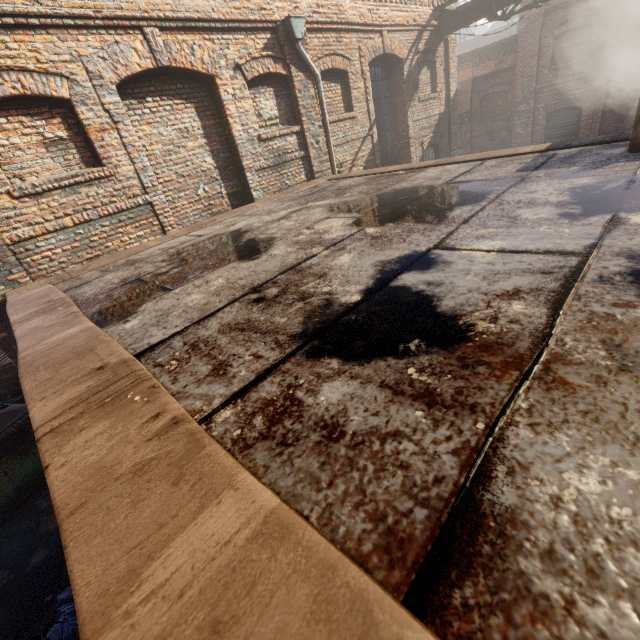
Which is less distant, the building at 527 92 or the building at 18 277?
the building at 18 277

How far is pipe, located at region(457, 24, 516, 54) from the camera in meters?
26.8 m

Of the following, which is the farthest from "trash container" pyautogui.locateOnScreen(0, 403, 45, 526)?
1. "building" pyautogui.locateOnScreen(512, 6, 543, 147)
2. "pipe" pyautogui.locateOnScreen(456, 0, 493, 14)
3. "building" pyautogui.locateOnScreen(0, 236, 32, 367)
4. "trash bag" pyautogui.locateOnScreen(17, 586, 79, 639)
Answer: "building" pyautogui.locateOnScreen(512, 6, 543, 147)

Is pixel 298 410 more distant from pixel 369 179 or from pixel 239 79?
pixel 239 79

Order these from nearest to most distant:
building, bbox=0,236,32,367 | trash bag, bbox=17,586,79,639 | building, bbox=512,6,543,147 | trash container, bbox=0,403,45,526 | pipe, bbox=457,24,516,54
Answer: trash bag, bbox=17,586,79,639 < building, bbox=0,236,32,367 < trash container, bbox=0,403,45,526 < building, bbox=512,6,543,147 < pipe, bbox=457,24,516,54

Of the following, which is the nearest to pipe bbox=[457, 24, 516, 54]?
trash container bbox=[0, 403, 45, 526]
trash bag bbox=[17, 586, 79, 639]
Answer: trash container bbox=[0, 403, 45, 526]

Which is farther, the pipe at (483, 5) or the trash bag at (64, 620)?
the pipe at (483, 5)

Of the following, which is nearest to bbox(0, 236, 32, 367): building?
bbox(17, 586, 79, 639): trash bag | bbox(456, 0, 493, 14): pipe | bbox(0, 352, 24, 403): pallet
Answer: bbox(17, 586, 79, 639): trash bag
